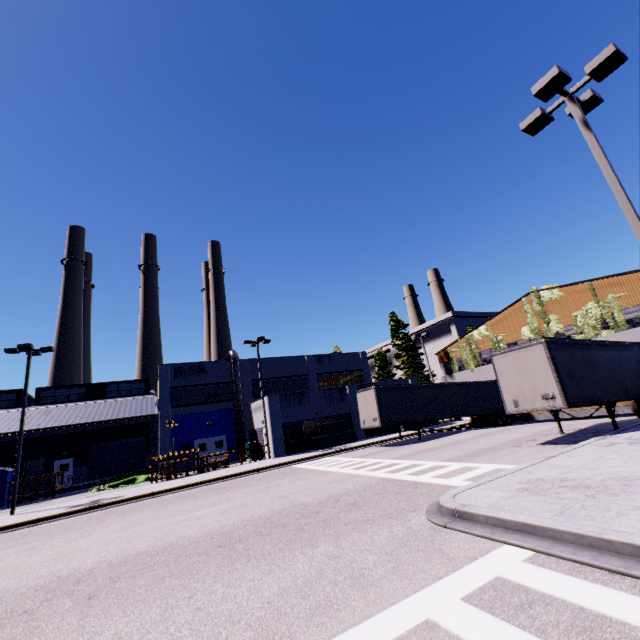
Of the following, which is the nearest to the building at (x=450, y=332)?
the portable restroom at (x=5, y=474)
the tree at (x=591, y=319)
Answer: the tree at (x=591, y=319)

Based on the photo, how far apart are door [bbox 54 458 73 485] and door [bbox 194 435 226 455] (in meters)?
12.65

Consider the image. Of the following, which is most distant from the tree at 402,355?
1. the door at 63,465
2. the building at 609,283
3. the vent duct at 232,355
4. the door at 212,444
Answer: the door at 63,465

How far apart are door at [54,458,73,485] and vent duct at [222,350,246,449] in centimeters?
474cm

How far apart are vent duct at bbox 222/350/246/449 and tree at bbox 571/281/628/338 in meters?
13.9 m

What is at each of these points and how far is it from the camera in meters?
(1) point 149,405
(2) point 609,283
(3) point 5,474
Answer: (1) building, 33.6
(2) building, 23.4
(3) portable restroom, 25.6

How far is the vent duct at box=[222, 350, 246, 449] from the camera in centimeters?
3162cm

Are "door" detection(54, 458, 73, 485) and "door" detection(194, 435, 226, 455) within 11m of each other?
no
